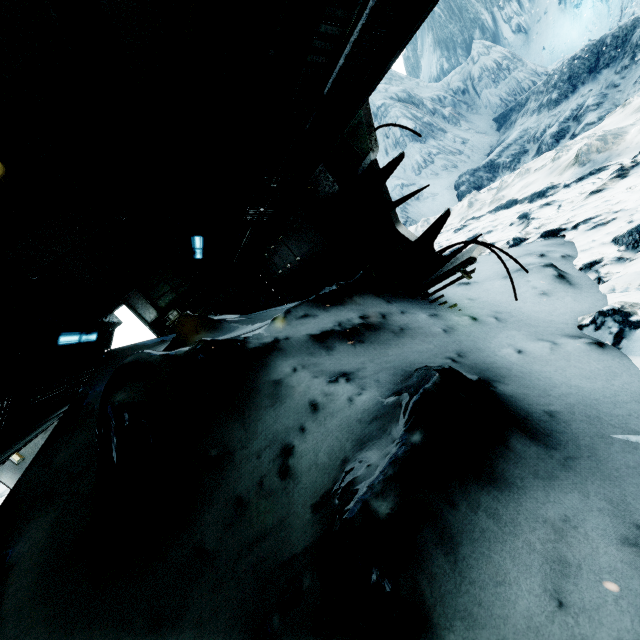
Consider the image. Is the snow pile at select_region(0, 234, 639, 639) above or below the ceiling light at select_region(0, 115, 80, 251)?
below

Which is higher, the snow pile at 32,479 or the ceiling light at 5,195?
the ceiling light at 5,195

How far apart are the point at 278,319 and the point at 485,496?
1.7 meters
